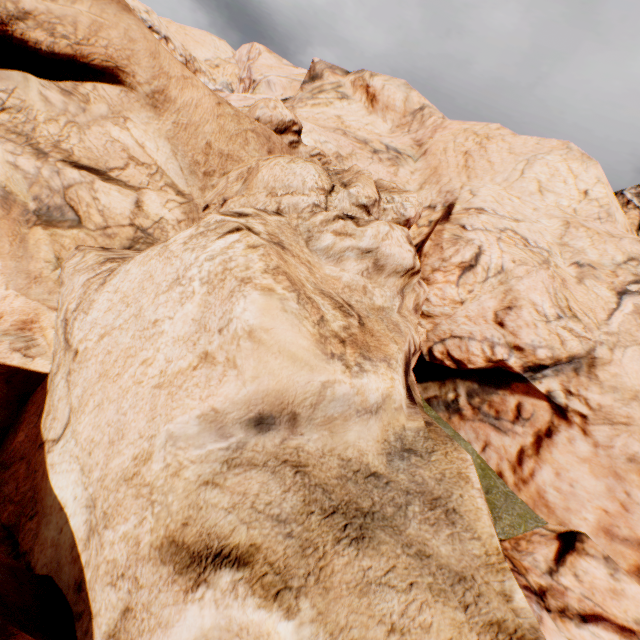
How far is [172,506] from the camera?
3.2m
